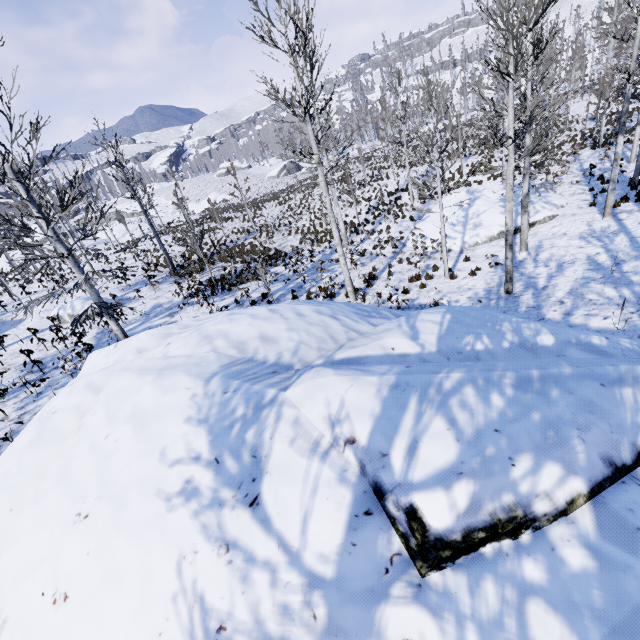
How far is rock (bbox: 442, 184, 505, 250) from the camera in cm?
1573

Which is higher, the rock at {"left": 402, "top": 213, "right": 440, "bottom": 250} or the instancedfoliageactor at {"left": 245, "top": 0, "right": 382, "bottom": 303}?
the instancedfoliageactor at {"left": 245, "top": 0, "right": 382, "bottom": 303}

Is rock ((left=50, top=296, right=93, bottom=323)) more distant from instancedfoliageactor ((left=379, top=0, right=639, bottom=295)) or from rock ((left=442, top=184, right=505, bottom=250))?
instancedfoliageactor ((left=379, top=0, right=639, bottom=295))

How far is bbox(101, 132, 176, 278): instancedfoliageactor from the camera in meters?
17.6

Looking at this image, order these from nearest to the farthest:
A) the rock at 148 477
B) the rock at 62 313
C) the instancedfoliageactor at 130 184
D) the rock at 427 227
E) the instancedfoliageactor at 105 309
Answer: the rock at 148 477 → the instancedfoliageactor at 105 309 → the rock at 62 313 → the rock at 427 227 → the instancedfoliageactor at 130 184

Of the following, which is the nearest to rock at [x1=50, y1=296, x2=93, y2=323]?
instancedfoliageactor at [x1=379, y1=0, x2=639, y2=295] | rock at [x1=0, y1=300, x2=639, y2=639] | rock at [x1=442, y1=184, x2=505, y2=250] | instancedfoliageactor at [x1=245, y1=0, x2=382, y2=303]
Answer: instancedfoliageactor at [x1=245, y1=0, x2=382, y2=303]

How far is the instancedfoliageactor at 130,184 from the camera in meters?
17.6 m

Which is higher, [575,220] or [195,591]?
[195,591]
